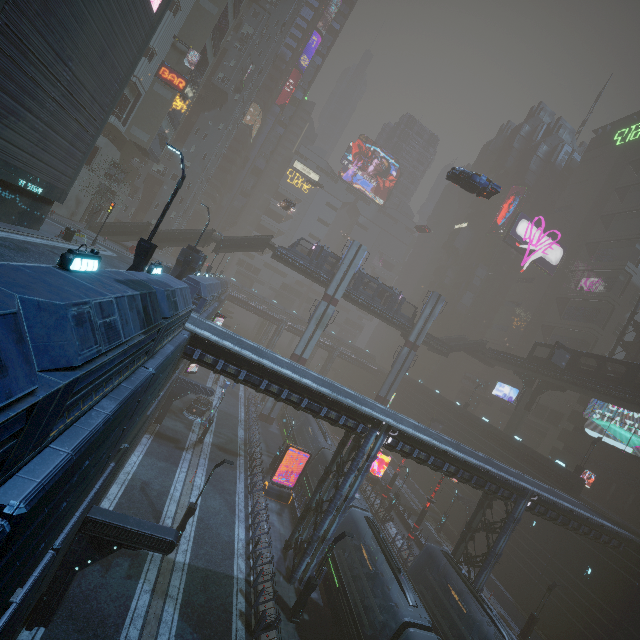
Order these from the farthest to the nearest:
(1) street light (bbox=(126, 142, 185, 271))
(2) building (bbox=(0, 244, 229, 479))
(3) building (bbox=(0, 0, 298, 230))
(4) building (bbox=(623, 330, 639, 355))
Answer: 1. (4) building (bbox=(623, 330, 639, 355))
2. (3) building (bbox=(0, 0, 298, 230))
3. (1) street light (bbox=(126, 142, 185, 271))
4. (2) building (bbox=(0, 244, 229, 479))

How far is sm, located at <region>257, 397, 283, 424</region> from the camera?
42.5 meters

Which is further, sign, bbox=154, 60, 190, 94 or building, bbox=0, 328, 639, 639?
sign, bbox=154, 60, 190, 94

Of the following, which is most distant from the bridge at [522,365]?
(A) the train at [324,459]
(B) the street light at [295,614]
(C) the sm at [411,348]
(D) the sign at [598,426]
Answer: (B) the street light at [295,614]

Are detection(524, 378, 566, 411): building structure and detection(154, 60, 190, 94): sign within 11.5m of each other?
no

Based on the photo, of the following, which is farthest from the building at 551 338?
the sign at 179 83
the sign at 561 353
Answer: the sign at 561 353

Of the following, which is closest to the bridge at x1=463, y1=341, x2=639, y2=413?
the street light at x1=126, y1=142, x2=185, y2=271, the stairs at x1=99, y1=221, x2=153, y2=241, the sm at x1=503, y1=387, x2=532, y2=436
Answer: the sm at x1=503, y1=387, x2=532, y2=436

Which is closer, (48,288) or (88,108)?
(48,288)
